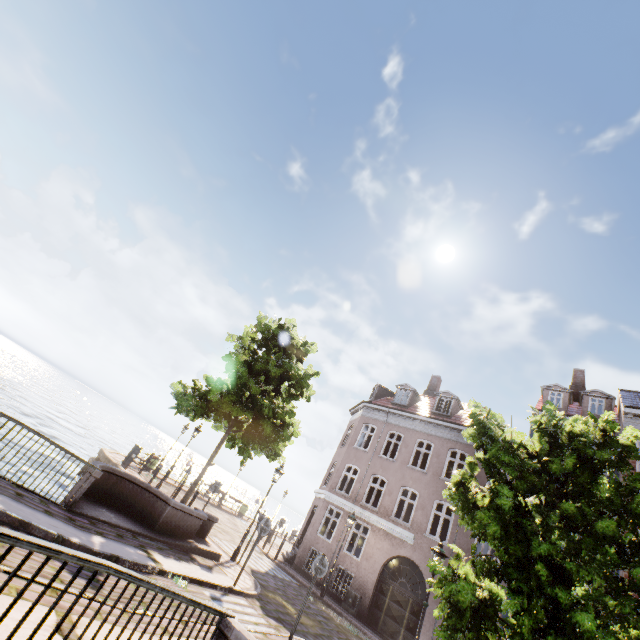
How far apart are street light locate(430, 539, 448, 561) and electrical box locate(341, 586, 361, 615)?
9.1 meters

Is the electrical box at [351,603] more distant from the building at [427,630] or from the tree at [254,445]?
the tree at [254,445]

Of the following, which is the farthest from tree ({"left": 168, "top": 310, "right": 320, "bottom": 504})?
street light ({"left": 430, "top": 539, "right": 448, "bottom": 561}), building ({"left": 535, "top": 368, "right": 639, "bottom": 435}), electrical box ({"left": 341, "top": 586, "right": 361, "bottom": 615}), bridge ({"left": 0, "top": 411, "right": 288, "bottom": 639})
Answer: electrical box ({"left": 341, "top": 586, "right": 361, "bottom": 615})

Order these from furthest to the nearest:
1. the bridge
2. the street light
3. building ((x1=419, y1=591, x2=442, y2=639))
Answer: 1. building ((x1=419, y1=591, x2=442, y2=639))
2. the street light
3. the bridge

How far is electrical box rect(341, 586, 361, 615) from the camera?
15.78m

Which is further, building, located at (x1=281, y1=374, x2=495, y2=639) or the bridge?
building, located at (x1=281, y1=374, x2=495, y2=639)

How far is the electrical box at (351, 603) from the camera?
15.8 meters

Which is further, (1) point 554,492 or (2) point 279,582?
(2) point 279,582
